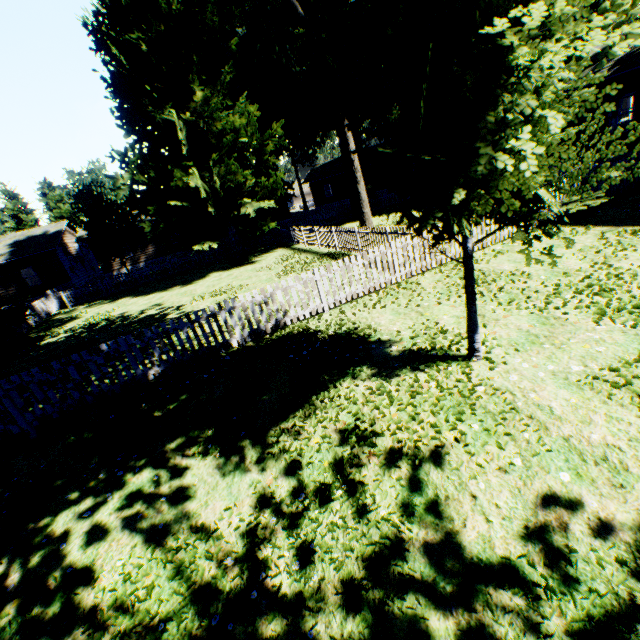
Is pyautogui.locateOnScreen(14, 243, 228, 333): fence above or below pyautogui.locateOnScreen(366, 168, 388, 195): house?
below

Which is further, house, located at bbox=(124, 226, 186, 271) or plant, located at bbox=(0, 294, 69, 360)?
house, located at bbox=(124, 226, 186, 271)

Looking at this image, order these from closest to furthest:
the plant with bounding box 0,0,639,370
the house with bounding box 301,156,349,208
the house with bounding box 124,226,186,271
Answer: the plant with bounding box 0,0,639,370, the house with bounding box 124,226,186,271, the house with bounding box 301,156,349,208

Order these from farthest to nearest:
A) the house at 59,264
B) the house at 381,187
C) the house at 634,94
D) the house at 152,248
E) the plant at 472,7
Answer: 1. the house at 381,187
2. the house at 152,248
3. the house at 59,264
4. the house at 634,94
5. the plant at 472,7

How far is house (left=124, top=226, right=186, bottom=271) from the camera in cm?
3209

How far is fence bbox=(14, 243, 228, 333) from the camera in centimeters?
2122cm

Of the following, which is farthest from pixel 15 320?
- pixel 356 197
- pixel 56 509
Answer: pixel 356 197

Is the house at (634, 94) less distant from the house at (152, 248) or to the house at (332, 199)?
the house at (332, 199)
